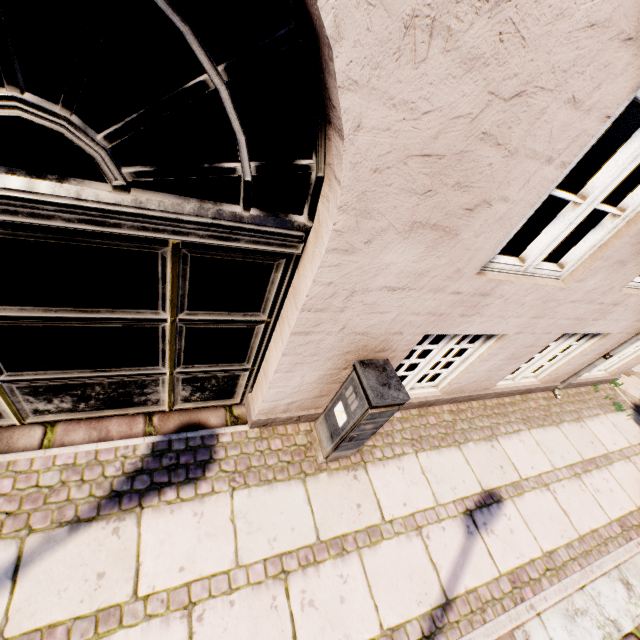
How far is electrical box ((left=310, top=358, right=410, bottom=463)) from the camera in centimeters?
230cm

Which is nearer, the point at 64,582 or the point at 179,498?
the point at 64,582

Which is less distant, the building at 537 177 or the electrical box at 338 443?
the building at 537 177

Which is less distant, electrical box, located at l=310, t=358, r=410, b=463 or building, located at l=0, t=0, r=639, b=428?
building, located at l=0, t=0, r=639, b=428

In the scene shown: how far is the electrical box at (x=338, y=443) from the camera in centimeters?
230cm
